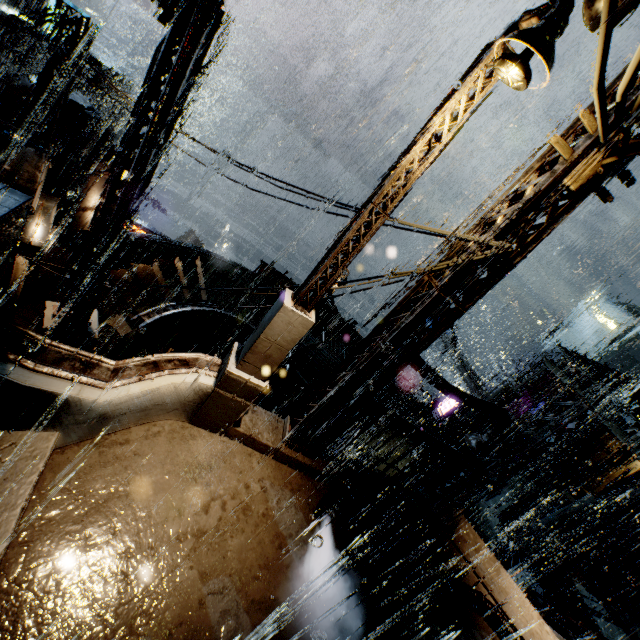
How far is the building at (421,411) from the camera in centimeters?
2550cm

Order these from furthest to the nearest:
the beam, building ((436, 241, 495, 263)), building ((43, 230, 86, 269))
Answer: the beam → building ((43, 230, 86, 269)) → building ((436, 241, 495, 263))

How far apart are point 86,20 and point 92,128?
4.2 meters

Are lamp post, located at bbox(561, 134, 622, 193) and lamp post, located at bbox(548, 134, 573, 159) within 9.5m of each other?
yes

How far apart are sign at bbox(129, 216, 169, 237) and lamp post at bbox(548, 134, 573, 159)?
18.8 meters

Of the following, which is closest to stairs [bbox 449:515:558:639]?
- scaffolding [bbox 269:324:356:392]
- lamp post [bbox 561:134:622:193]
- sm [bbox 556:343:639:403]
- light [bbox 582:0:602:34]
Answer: scaffolding [bbox 269:324:356:392]

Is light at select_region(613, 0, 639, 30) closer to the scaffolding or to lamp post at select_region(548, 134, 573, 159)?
lamp post at select_region(548, 134, 573, 159)

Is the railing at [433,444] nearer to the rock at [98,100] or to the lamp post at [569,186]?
the lamp post at [569,186]
